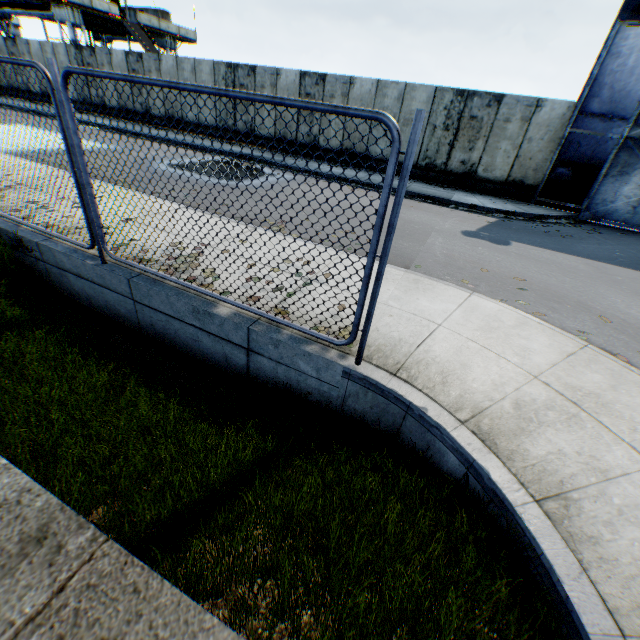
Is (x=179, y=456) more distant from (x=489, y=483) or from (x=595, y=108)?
(x=595, y=108)

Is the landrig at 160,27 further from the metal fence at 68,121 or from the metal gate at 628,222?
the metal gate at 628,222

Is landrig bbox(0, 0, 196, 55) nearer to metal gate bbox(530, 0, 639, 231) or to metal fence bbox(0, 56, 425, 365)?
metal fence bbox(0, 56, 425, 365)

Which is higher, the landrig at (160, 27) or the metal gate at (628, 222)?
the landrig at (160, 27)

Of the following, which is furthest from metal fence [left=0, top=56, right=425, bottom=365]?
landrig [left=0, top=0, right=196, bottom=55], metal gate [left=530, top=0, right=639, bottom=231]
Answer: landrig [left=0, top=0, right=196, bottom=55]

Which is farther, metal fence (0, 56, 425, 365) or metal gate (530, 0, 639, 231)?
metal gate (530, 0, 639, 231)
